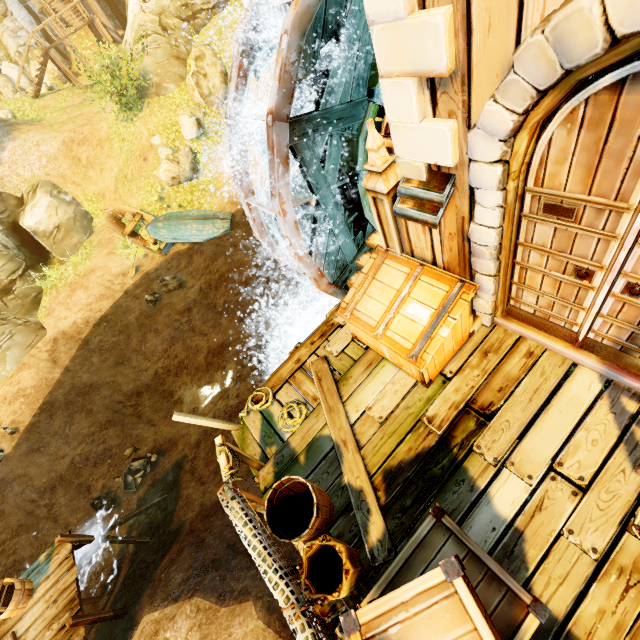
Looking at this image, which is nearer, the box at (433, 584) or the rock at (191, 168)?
the box at (433, 584)

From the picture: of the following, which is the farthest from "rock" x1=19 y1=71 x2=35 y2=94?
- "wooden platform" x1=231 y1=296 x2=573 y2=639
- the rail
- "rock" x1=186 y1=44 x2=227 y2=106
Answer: the rail

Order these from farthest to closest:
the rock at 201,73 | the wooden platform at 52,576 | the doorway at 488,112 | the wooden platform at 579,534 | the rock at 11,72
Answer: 1. the rock at 11,72
2. the rock at 201,73
3. the wooden platform at 52,576
4. the wooden platform at 579,534
5. the doorway at 488,112

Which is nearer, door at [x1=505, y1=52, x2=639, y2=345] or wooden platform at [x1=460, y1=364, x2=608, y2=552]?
door at [x1=505, y1=52, x2=639, y2=345]

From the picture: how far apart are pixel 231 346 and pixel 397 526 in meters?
9.5 m

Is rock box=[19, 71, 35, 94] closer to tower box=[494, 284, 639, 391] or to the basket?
tower box=[494, 284, 639, 391]

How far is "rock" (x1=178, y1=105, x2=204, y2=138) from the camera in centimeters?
1378cm

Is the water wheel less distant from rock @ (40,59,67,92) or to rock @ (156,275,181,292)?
rock @ (156,275,181,292)
